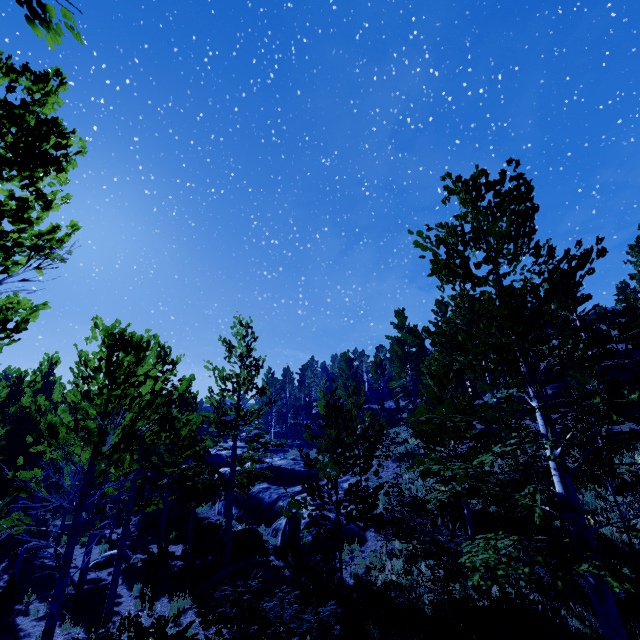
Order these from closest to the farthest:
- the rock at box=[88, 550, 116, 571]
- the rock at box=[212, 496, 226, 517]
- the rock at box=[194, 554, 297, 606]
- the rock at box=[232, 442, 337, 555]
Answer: the rock at box=[194, 554, 297, 606] < the rock at box=[232, 442, 337, 555] < the rock at box=[88, 550, 116, 571] < the rock at box=[212, 496, 226, 517]

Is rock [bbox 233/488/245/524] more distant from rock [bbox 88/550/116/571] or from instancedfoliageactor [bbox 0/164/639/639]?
rock [bbox 88/550/116/571]

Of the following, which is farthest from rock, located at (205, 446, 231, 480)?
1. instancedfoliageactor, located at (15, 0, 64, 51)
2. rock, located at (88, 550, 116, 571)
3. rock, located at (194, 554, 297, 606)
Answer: rock, located at (88, 550, 116, 571)

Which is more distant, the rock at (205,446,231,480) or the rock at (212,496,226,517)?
the rock at (205,446,231,480)

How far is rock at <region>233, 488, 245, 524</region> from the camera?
19.03m

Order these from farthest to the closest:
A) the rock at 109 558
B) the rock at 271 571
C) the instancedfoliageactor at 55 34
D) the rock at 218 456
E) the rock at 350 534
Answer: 1. the rock at 218 456
2. the rock at 109 558
3. the rock at 350 534
4. the rock at 271 571
5. the instancedfoliageactor at 55 34

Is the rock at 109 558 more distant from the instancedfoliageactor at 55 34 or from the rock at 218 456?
the rock at 218 456

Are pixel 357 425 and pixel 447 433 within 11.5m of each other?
yes
